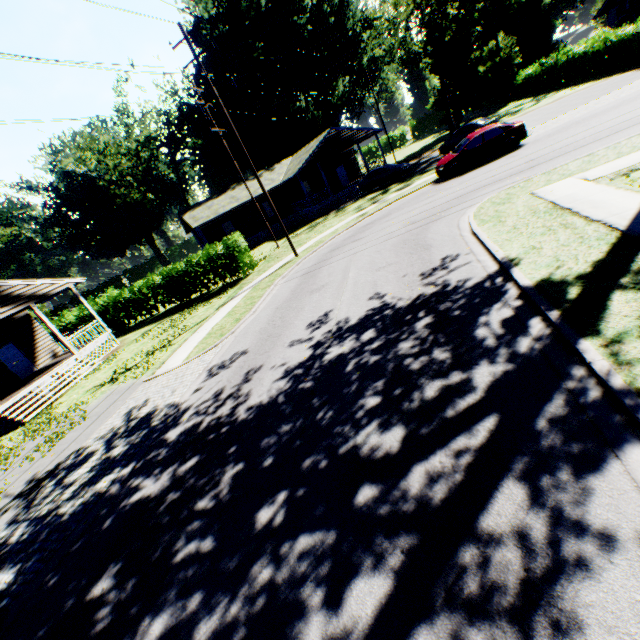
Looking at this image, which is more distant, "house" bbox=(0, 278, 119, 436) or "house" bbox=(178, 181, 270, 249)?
"house" bbox=(178, 181, 270, 249)

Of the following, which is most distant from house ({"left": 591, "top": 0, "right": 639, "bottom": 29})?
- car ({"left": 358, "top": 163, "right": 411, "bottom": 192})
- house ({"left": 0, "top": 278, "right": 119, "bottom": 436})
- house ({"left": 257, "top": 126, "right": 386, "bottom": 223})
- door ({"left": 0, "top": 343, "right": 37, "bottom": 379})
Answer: door ({"left": 0, "top": 343, "right": 37, "bottom": 379})

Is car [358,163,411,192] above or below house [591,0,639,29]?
below

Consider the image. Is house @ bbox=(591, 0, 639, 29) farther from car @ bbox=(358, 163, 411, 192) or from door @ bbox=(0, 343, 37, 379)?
door @ bbox=(0, 343, 37, 379)

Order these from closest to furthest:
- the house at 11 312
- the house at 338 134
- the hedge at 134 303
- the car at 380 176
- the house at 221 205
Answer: the house at 11 312
the hedge at 134 303
the car at 380 176
the house at 338 134
the house at 221 205

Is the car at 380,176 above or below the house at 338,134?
below

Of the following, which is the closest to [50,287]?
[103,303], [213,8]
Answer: [103,303]

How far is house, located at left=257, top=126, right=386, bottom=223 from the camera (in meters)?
31.39
